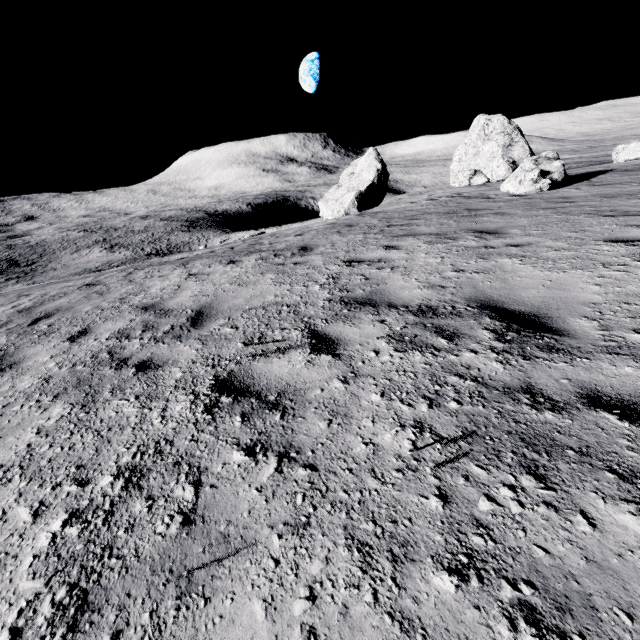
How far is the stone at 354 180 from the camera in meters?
29.3 m

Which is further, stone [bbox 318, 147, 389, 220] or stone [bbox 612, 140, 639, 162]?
stone [bbox 318, 147, 389, 220]

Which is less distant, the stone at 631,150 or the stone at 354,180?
the stone at 631,150

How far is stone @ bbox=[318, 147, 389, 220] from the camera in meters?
29.3

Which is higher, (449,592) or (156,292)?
(449,592)
